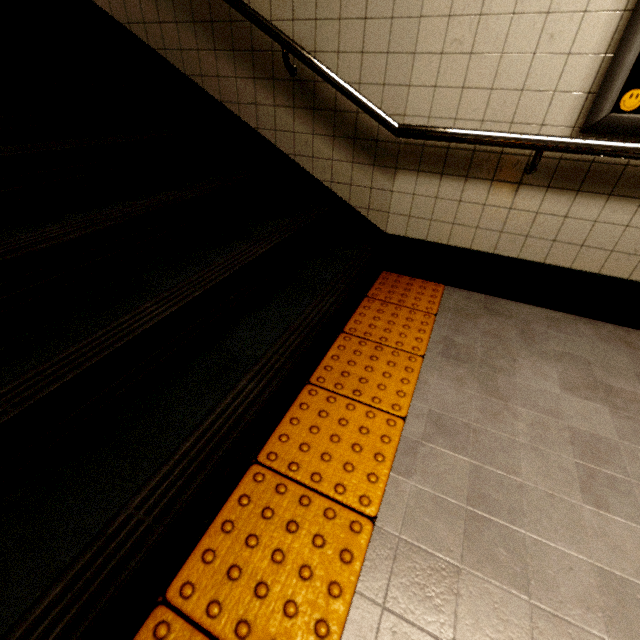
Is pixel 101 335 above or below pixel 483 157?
below

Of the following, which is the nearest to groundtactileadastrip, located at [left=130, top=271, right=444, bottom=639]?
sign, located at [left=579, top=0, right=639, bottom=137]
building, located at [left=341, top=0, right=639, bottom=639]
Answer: building, located at [left=341, top=0, right=639, bottom=639]

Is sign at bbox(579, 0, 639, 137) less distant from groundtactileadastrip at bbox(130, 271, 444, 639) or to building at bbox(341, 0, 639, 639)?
building at bbox(341, 0, 639, 639)

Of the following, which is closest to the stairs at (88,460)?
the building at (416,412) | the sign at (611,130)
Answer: the building at (416,412)

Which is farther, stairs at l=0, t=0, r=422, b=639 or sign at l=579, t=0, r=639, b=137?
sign at l=579, t=0, r=639, b=137

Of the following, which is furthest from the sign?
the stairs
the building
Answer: the stairs

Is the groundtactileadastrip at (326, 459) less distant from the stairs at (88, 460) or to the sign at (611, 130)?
the stairs at (88, 460)
